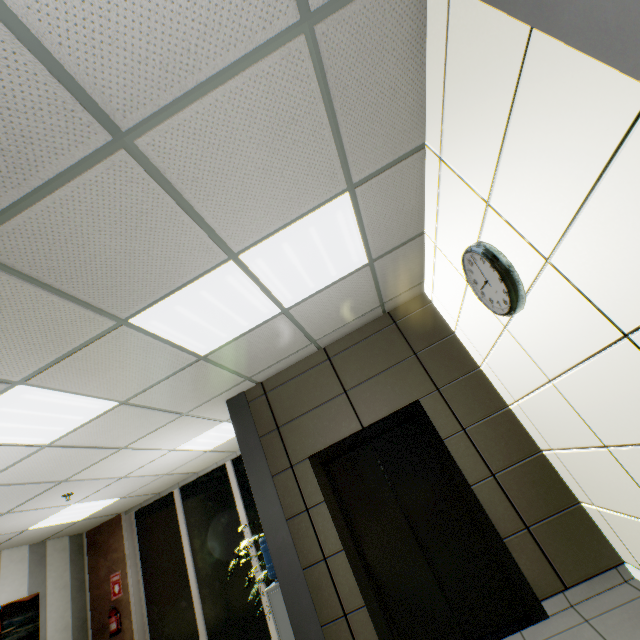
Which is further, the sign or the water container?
the sign

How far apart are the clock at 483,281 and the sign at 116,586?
8.75m

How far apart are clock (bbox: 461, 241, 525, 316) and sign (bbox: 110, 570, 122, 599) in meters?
8.7 m

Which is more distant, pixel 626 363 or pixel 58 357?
pixel 58 357

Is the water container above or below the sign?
below

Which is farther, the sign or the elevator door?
the sign

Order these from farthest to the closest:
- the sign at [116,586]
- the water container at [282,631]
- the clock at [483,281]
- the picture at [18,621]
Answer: the sign at [116,586], the picture at [18,621], the water container at [282,631], the clock at [483,281]

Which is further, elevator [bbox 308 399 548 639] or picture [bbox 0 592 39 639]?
picture [bbox 0 592 39 639]
